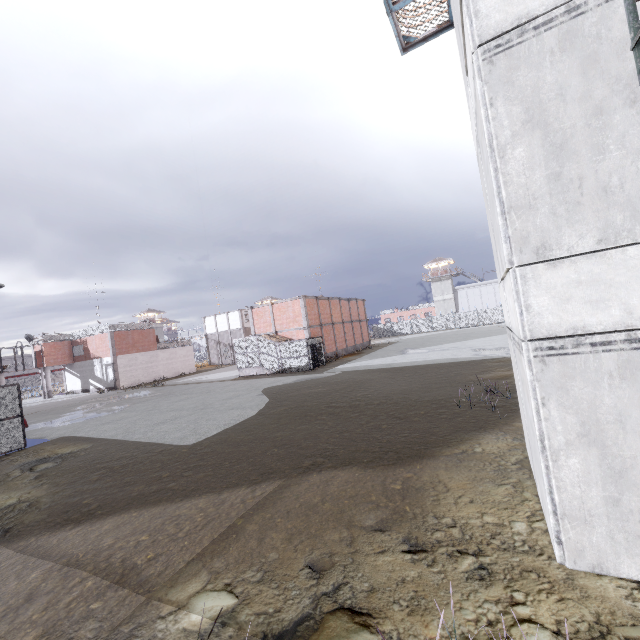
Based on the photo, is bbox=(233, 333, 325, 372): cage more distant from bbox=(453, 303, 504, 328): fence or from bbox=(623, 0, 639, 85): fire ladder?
bbox=(623, 0, 639, 85): fire ladder

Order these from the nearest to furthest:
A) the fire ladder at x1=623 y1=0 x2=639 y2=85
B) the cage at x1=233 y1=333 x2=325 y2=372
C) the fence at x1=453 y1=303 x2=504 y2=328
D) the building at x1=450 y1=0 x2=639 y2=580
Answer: the fire ladder at x1=623 y1=0 x2=639 y2=85
the building at x1=450 y1=0 x2=639 y2=580
the cage at x1=233 y1=333 x2=325 y2=372
the fence at x1=453 y1=303 x2=504 y2=328

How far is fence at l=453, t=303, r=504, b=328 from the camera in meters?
56.6

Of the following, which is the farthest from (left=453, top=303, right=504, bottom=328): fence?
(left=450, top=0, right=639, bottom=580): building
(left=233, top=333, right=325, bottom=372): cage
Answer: (left=233, top=333, right=325, bottom=372): cage

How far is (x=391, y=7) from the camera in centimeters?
866cm

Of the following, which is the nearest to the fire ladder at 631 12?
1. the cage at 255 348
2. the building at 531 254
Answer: the building at 531 254

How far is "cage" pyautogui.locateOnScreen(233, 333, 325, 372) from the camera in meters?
29.0 m

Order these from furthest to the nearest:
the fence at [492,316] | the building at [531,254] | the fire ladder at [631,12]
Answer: the fence at [492,316], the building at [531,254], the fire ladder at [631,12]
